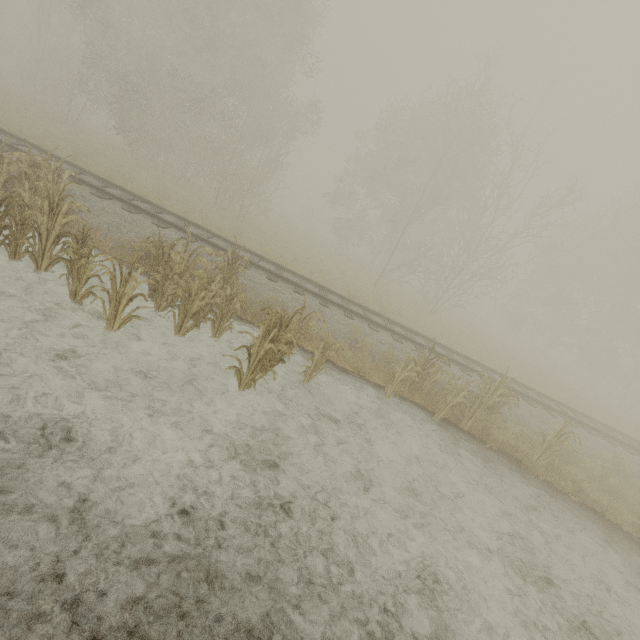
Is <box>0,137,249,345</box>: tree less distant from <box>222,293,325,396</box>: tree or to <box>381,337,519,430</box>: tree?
<box>222,293,325,396</box>: tree

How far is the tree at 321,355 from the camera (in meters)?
6.98

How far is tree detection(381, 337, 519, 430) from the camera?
8.4m

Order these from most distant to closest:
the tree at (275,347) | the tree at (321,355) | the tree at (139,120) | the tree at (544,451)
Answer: the tree at (139,120) < the tree at (544,451) < the tree at (321,355) < the tree at (275,347)

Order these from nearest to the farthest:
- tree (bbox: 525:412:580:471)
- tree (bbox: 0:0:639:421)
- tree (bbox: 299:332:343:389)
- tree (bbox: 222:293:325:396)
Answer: tree (bbox: 222:293:325:396)
tree (bbox: 299:332:343:389)
tree (bbox: 525:412:580:471)
tree (bbox: 0:0:639:421)

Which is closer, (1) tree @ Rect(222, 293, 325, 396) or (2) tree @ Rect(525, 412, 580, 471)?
(1) tree @ Rect(222, 293, 325, 396)

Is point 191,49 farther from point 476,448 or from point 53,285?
point 476,448

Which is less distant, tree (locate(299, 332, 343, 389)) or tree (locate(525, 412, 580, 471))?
tree (locate(299, 332, 343, 389))
